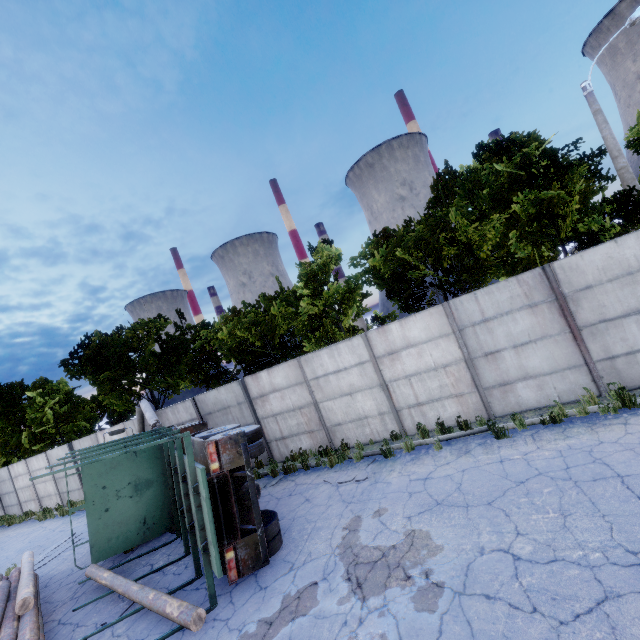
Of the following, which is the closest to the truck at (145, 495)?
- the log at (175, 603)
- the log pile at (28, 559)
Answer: the log at (175, 603)

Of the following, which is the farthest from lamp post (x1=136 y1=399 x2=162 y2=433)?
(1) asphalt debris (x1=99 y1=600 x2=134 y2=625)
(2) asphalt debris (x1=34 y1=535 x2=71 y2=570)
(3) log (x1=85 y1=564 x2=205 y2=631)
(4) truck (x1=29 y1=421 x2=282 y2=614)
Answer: (1) asphalt debris (x1=99 y1=600 x2=134 y2=625)

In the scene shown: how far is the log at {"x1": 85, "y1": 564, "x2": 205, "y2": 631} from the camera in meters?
5.8 m

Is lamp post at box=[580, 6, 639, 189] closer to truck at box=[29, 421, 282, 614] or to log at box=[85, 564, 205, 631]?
truck at box=[29, 421, 282, 614]

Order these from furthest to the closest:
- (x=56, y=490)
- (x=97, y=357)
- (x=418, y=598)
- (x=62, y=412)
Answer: (x=62, y=412), (x=56, y=490), (x=97, y=357), (x=418, y=598)

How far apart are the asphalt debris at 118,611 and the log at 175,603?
0.2 meters

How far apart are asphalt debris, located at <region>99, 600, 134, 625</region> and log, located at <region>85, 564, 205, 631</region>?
0.2 meters

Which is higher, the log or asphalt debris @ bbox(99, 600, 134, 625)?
the log
